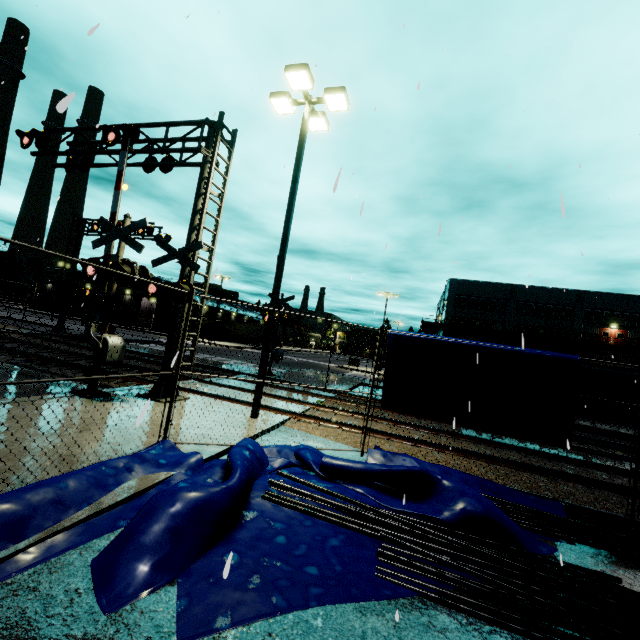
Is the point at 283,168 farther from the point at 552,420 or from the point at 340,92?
the point at 552,420

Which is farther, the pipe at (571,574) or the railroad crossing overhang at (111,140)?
the railroad crossing overhang at (111,140)

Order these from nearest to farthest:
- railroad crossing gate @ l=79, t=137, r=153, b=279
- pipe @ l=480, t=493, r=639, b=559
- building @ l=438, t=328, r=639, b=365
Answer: pipe @ l=480, t=493, r=639, b=559 < railroad crossing gate @ l=79, t=137, r=153, b=279 < building @ l=438, t=328, r=639, b=365

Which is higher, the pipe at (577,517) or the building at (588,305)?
the building at (588,305)

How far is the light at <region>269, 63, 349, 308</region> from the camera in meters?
9.0 m

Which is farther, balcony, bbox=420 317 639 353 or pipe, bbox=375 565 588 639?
balcony, bbox=420 317 639 353

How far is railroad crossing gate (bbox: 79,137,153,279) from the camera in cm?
877

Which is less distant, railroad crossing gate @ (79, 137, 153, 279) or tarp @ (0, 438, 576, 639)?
tarp @ (0, 438, 576, 639)
